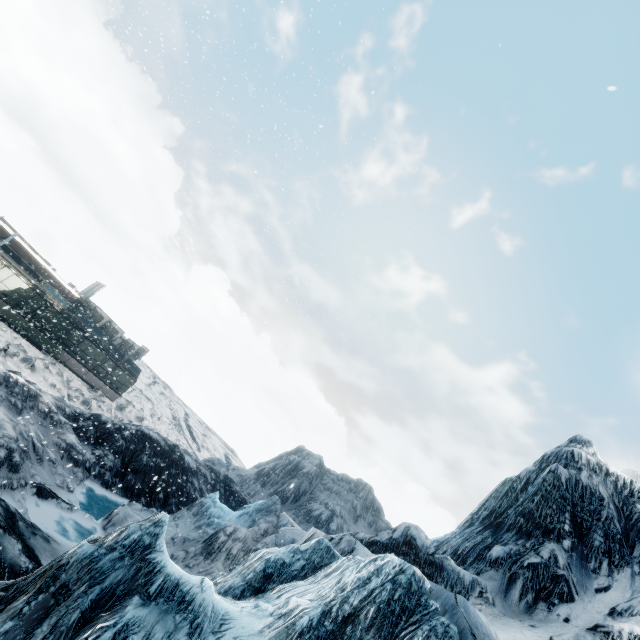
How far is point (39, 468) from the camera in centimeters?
1139cm
